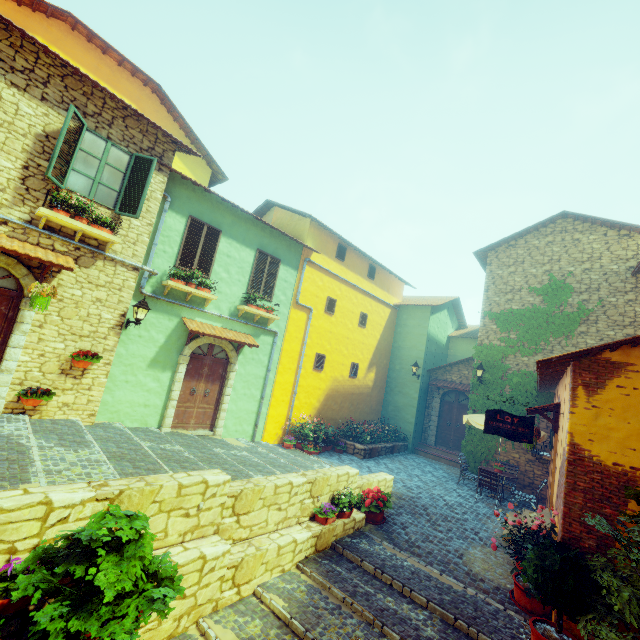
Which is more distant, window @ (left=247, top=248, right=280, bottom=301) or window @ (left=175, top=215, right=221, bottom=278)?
window @ (left=247, top=248, right=280, bottom=301)

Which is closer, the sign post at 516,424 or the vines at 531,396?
the sign post at 516,424

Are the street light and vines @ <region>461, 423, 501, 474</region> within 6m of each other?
no

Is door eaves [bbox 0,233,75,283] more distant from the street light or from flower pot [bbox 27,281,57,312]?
the street light

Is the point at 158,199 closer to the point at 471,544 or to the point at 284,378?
the point at 284,378

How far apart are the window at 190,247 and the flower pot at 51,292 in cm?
221

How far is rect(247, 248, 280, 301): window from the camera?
11.30m

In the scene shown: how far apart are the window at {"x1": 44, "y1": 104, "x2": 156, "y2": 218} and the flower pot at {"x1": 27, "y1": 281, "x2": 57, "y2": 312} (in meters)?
2.21
